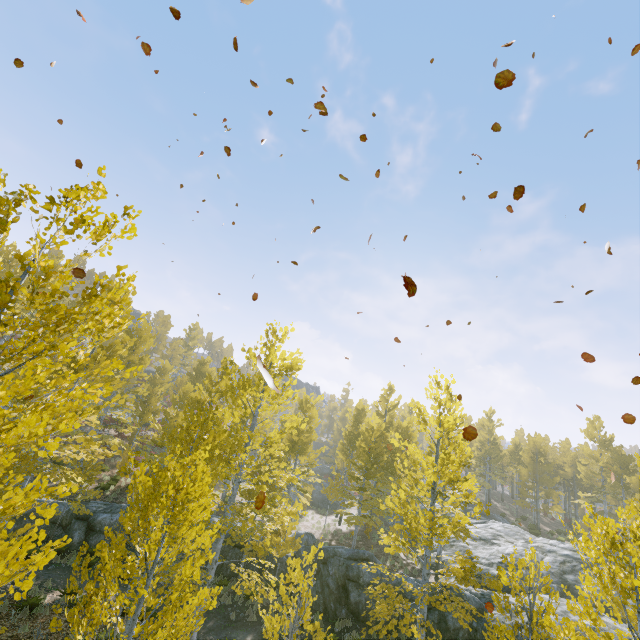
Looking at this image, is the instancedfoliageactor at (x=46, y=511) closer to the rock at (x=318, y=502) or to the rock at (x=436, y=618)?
the rock at (x=436, y=618)

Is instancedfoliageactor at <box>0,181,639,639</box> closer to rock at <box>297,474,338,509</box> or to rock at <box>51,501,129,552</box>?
rock at <box>51,501,129,552</box>

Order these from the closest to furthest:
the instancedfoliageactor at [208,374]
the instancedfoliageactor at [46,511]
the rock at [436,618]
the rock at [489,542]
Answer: the instancedfoliageactor at [46,511] → the instancedfoliageactor at [208,374] → the rock at [436,618] → the rock at [489,542]

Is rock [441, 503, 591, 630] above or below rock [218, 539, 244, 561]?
above

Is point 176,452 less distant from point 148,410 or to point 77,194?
point 77,194

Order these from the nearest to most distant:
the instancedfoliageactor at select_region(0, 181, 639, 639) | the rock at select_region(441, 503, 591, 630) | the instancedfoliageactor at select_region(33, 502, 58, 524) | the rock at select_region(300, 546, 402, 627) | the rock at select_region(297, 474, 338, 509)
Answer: the instancedfoliageactor at select_region(33, 502, 58, 524)
the instancedfoliageactor at select_region(0, 181, 639, 639)
the rock at select_region(300, 546, 402, 627)
the rock at select_region(441, 503, 591, 630)
the rock at select_region(297, 474, 338, 509)

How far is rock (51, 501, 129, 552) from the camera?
16.16m
